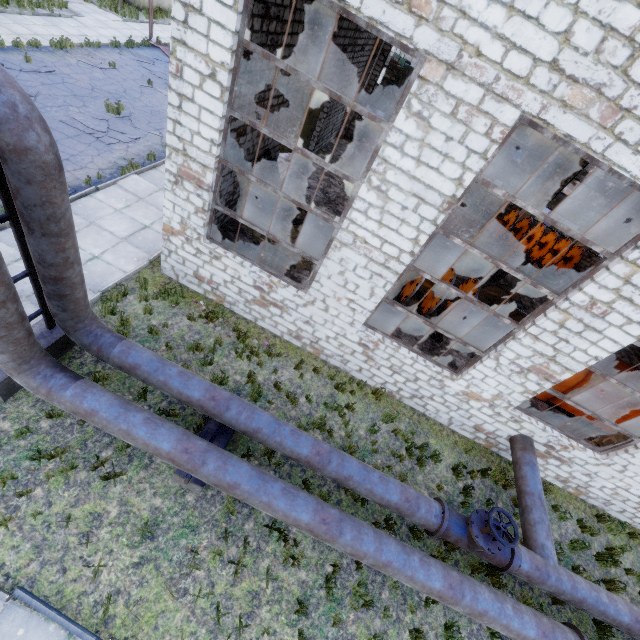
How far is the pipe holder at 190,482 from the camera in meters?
5.5 m

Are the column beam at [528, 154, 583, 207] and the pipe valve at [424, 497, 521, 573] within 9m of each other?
no

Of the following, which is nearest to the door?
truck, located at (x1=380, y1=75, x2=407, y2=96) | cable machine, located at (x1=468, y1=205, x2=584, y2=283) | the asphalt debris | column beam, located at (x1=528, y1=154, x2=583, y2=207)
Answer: the asphalt debris

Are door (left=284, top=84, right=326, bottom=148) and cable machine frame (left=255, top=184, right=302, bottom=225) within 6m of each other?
yes

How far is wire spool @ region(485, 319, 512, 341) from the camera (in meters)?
11.15

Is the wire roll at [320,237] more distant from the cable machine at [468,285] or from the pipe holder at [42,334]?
the pipe holder at [42,334]

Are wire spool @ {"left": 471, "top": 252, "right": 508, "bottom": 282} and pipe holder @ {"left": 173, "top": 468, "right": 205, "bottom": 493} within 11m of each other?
no

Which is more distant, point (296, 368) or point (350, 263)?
point (296, 368)
